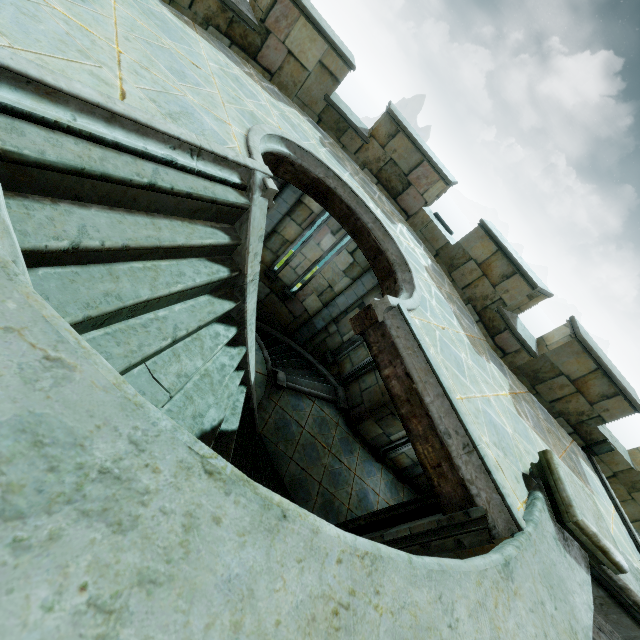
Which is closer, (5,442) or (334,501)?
(5,442)

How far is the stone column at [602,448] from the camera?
7.20m

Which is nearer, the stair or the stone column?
the stair

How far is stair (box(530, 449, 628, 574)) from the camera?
3.4m

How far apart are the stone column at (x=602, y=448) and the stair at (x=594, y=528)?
4.1 meters

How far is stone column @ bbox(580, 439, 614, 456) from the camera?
7.2 meters

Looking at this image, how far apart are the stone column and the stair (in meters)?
4.09
